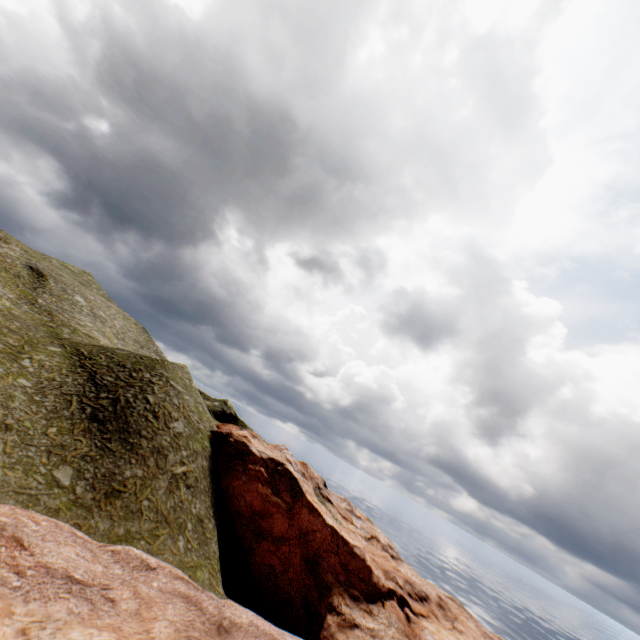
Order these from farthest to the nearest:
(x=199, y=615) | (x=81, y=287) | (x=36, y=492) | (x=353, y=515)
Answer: (x=81, y=287), (x=353, y=515), (x=36, y=492), (x=199, y=615)
